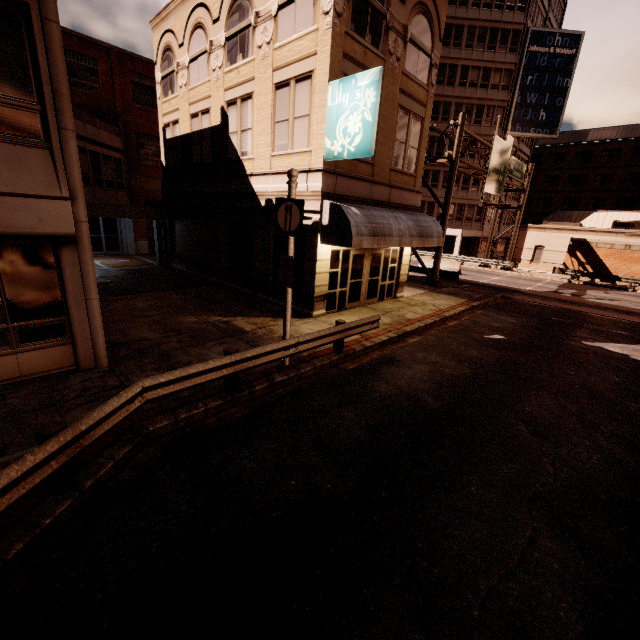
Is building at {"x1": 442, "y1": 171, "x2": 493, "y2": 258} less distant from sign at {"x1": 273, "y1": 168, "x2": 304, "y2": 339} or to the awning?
the awning

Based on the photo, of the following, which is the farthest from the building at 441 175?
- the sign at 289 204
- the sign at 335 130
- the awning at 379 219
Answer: the sign at 289 204

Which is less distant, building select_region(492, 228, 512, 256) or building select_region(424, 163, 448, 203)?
building select_region(424, 163, 448, 203)

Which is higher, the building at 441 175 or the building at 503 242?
the building at 441 175

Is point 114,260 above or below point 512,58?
below

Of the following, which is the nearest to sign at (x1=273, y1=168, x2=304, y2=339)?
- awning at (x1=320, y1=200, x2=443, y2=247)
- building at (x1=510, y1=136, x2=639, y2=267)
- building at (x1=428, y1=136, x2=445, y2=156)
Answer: awning at (x1=320, y1=200, x2=443, y2=247)

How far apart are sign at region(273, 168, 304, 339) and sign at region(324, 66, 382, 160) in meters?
3.5 m

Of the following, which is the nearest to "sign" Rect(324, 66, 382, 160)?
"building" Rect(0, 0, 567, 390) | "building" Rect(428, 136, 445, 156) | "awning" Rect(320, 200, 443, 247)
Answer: "building" Rect(0, 0, 567, 390)
